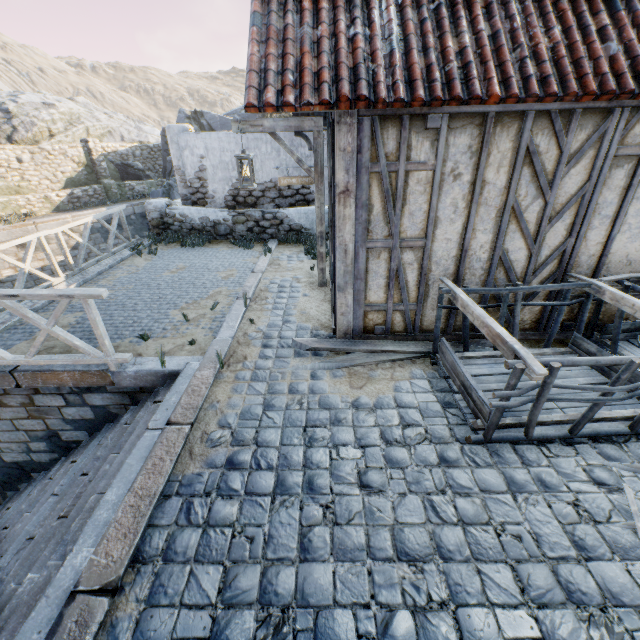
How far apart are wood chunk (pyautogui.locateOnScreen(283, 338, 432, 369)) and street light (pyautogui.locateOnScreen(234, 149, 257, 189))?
2.8 meters

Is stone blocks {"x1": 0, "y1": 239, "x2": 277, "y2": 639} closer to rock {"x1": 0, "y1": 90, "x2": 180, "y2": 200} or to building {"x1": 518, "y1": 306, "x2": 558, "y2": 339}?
rock {"x1": 0, "y1": 90, "x2": 180, "y2": 200}

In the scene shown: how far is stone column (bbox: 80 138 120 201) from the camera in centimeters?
1741cm

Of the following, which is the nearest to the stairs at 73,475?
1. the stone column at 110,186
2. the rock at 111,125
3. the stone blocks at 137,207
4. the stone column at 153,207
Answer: the stone blocks at 137,207

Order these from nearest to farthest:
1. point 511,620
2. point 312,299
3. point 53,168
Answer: point 511,620, point 312,299, point 53,168

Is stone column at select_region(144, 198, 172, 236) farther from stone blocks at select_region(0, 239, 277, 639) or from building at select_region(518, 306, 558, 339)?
building at select_region(518, 306, 558, 339)

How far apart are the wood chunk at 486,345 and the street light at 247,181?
2.8m

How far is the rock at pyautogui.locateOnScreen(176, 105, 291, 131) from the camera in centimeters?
1820cm
